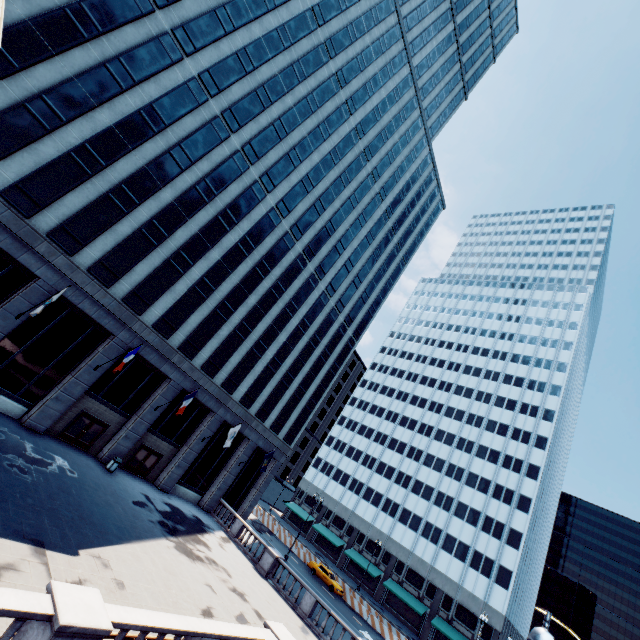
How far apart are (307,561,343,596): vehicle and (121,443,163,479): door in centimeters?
2454cm

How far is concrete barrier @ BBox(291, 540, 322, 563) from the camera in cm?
4281

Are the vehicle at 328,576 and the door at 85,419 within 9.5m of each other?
no

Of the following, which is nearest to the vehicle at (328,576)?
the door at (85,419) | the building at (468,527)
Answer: the building at (468,527)

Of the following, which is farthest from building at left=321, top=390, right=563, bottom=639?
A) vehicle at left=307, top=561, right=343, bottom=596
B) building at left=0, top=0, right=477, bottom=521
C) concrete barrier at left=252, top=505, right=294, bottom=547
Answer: building at left=0, top=0, right=477, bottom=521

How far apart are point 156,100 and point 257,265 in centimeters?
1510cm

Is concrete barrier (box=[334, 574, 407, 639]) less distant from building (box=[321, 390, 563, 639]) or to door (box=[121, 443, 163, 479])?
building (box=[321, 390, 563, 639])

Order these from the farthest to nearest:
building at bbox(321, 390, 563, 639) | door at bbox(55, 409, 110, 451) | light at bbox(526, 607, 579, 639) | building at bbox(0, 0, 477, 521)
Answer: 1. building at bbox(321, 390, 563, 639)
2. door at bbox(55, 409, 110, 451)
3. building at bbox(0, 0, 477, 521)
4. light at bbox(526, 607, 579, 639)
